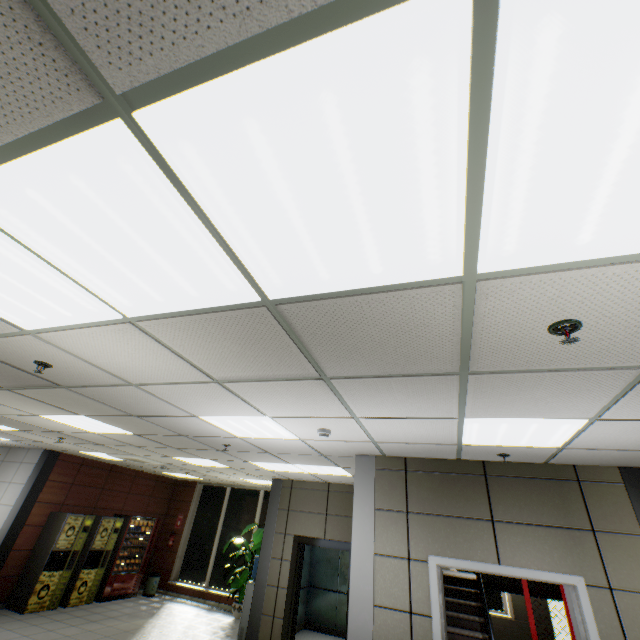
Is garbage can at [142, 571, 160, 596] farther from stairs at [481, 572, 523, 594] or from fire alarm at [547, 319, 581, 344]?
fire alarm at [547, 319, 581, 344]

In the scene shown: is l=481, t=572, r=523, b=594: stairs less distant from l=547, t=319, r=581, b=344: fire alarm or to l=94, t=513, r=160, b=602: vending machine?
l=547, t=319, r=581, b=344: fire alarm

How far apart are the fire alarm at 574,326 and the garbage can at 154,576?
13.2 meters

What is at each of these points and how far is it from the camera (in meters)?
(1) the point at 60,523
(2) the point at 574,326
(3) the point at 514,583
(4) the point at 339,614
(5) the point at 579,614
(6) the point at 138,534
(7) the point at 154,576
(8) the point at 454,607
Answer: (1) coffee, 8.02
(2) fire alarm, 1.61
(3) stairs, 6.52
(4) elevator, 8.54
(5) door, 3.31
(6) vending machine, 9.92
(7) garbage can, 10.05
(8) stairs, 6.30

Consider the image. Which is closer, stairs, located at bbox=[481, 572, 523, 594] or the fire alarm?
the fire alarm

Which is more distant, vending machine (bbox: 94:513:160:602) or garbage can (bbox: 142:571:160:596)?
→ garbage can (bbox: 142:571:160:596)

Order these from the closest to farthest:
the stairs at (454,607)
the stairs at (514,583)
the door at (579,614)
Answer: the door at (579,614) < the stairs at (454,607) < the stairs at (514,583)

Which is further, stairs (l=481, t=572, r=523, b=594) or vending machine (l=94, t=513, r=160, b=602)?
vending machine (l=94, t=513, r=160, b=602)
